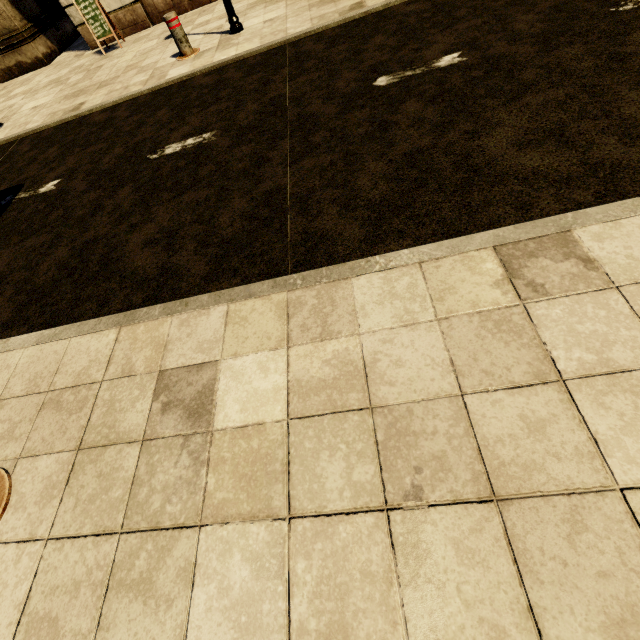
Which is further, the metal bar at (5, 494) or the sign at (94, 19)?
the sign at (94, 19)

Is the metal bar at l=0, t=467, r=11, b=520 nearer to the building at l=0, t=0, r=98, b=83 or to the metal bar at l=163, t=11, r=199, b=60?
the metal bar at l=163, t=11, r=199, b=60

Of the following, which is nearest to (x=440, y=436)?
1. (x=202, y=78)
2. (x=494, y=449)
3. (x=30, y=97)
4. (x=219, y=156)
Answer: (x=494, y=449)

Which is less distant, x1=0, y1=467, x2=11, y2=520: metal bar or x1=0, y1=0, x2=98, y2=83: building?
x1=0, y1=467, x2=11, y2=520: metal bar

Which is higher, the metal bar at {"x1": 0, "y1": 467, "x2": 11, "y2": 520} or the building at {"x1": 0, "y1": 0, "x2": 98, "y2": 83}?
the building at {"x1": 0, "y1": 0, "x2": 98, "y2": 83}

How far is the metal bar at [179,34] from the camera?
5.2 meters

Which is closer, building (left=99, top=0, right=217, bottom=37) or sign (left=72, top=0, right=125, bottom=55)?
sign (left=72, top=0, right=125, bottom=55)

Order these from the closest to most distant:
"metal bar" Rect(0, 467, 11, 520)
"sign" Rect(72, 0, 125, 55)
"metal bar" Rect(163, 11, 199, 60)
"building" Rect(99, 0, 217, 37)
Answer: "metal bar" Rect(0, 467, 11, 520) < "metal bar" Rect(163, 11, 199, 60) < "sign" Rect(72, 0, 125, 55) < "building" Rect(99, 0, 217, 37)
